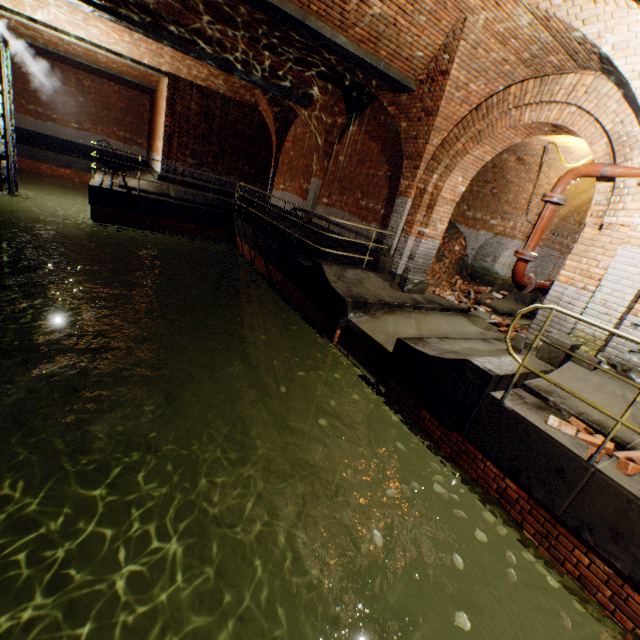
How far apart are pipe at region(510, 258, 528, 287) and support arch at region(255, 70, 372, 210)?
7.0 meters

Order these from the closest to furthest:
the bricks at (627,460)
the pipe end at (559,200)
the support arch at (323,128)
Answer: the bricks at (627,460) → the pipe end at (559,200) → the support arch at (323,128)

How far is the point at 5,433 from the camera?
7.7m

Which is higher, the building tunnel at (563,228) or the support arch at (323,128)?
the support arch at (323,128)

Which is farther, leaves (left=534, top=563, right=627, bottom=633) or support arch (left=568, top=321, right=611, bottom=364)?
support arch (left=568, top=321, right=611, bottom=364)

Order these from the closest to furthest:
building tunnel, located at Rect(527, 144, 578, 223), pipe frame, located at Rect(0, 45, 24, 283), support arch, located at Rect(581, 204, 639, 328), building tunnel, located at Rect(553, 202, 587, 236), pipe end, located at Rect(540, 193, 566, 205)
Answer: support arch, located at Rect(581, 204, 639, 328) → pipe end, located at Rect(540, 193, 566, 205) → building tunnel, located at Rect(527, 144, 578, 223) → pipe frame, located at Rect(0, 45, 24, 283) → building tunnel, located at Rect(553, 202, 587, 236)

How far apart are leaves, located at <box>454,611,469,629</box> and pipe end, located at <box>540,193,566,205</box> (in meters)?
5.90

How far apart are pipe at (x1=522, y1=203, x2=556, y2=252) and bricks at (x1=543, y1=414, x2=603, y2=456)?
3.1m
